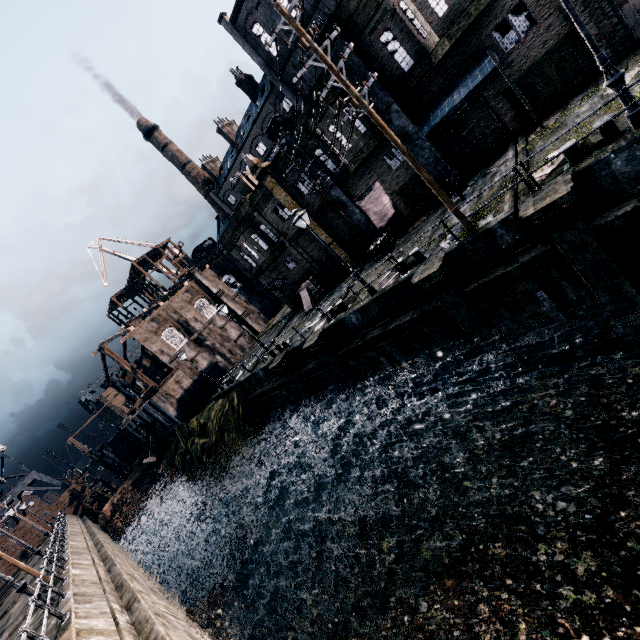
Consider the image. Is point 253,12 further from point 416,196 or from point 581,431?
point 581,431

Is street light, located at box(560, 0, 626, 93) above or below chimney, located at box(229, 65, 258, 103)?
below

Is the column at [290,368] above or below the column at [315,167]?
below

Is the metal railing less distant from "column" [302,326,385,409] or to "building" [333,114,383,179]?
"column" [302,326,385,409]

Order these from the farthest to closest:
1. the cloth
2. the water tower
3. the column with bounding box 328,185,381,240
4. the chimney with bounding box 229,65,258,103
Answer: the water tower, the chimney with bounding box 229,65,258,103, the column with bounding box 328,185,381,240, the cloth

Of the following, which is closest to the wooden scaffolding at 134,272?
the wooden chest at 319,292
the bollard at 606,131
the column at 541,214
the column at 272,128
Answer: the wooden chest at 319,292

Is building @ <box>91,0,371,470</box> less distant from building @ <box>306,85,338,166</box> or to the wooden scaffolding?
the wooden scaffolding

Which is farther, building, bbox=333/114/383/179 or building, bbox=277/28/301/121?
building, bbox=277/28/301/121
